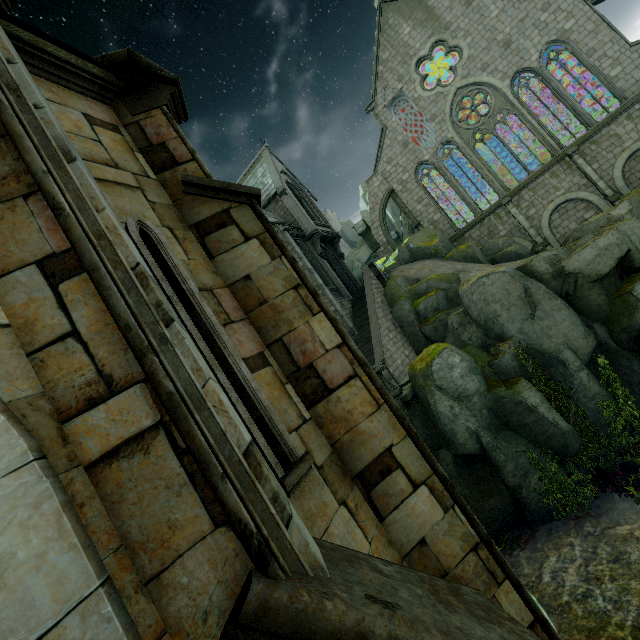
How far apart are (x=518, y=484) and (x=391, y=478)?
10.67m

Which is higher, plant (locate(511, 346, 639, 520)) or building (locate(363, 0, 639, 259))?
building (locate(363, 0, 639, 259))

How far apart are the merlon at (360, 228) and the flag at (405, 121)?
7.3 meters

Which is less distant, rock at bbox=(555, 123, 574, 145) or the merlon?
rock at bbox=(555, 123, 574, 145)

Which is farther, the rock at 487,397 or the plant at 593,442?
the rock at 487,397

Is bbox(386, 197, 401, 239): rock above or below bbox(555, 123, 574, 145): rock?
above

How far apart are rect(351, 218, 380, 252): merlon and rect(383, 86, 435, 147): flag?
7.28m

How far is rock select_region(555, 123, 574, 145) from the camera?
30.0 meters
